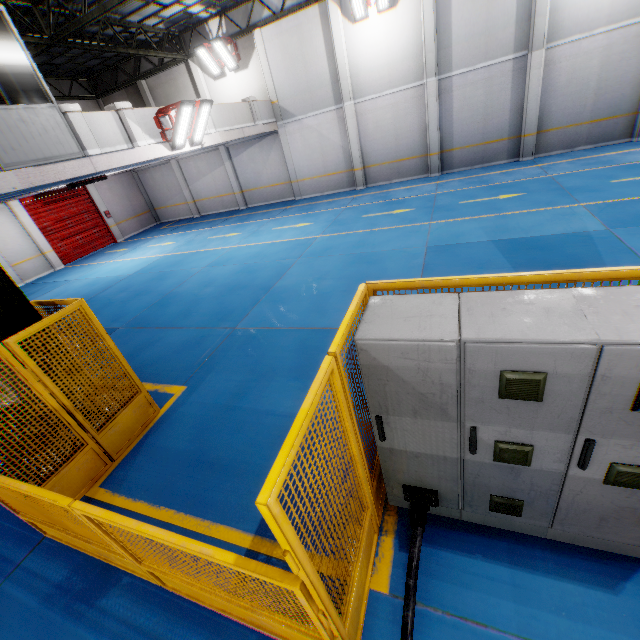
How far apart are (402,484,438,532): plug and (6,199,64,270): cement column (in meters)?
22.02

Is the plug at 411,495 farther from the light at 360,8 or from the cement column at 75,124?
the light at 360,8

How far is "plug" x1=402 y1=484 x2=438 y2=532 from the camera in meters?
2.8 m

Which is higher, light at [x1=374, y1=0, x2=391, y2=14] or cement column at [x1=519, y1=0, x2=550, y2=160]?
light at [x1=374, y1=0, x2=391, y2=14]

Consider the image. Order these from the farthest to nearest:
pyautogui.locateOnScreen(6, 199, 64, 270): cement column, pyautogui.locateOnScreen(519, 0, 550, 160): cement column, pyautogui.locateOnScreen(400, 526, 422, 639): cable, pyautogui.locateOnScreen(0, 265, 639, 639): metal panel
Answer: pyautogui.locateOnScreen(6, 199, 64, 270): cement column
pyautogui.locateOnScreen(519, 0, 550, 160): cement column
pyautogui.locateOnScreen(400, 526, 422, 639): cable
pyautogui.locateOnScreen(0, 265, 639, 639): metal panel

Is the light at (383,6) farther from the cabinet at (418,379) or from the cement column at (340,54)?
the cabinet at (418,379)

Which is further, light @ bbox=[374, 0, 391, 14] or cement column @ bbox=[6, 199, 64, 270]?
cement column @ bbox=[6, 199, 64, 270]

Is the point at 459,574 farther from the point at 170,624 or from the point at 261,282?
the point at 261,282
